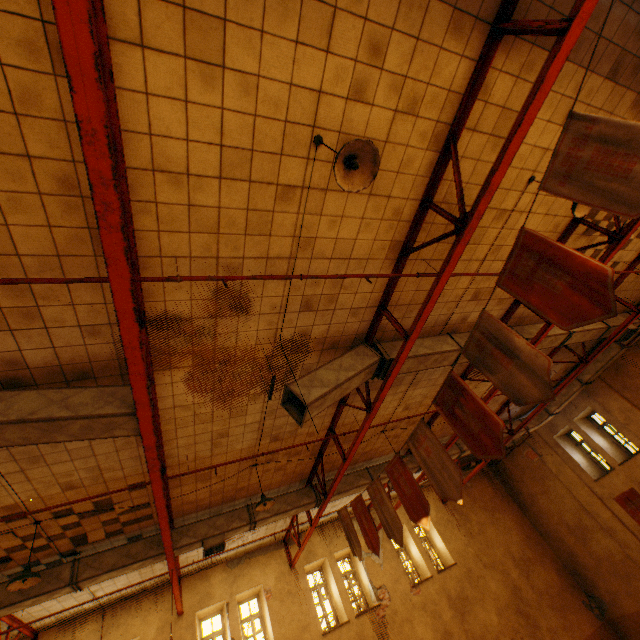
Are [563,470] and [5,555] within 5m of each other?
no

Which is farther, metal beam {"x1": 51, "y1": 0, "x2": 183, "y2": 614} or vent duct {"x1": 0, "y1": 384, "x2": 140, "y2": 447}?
vent duct {"x1": 0, "y1": 384, "x2": 140, "y2": 447}

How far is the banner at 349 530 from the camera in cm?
749

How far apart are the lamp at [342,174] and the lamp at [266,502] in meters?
7.0

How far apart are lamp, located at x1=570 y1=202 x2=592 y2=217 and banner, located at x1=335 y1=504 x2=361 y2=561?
7.6 meters

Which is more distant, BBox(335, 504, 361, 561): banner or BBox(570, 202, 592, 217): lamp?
BBox(335, 504, 361, 561): banner

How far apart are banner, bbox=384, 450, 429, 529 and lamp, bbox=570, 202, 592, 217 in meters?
4.7 m

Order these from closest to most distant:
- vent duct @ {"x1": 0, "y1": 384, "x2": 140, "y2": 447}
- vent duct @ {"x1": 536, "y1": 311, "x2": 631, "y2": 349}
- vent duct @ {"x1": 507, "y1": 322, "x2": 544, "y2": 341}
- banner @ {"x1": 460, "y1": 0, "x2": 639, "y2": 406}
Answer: banner @ {"x1": 460, "y1": 0, "x2": 639, "y2": 406}, vent duct @ {"x1": 0, "y1": 384, "x2": 140, "y2": 447}, vent duct @ {"x1": 507, "y1": 322, "x2": 544, "y2": 341}, vent duct @ {"x1": 536, "y1": 311, "x2": 631, "y2": 349}
